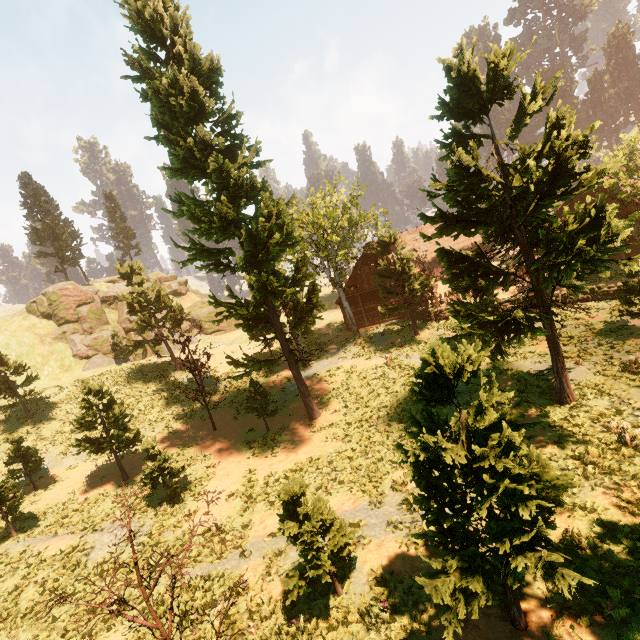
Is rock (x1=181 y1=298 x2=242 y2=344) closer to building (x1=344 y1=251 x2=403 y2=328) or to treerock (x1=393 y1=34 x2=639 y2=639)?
treerock (x1=393 y1=34 x2=639 y2=639)

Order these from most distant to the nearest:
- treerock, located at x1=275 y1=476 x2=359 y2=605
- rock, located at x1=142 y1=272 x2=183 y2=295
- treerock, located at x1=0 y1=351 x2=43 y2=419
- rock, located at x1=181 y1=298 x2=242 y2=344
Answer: rock, located at x1=142 y1=272 x2=183 y2=295 → rock, located at x1=181 y1=298 x2=242 y2=344 → treerock, located at x1=0 y1=351 x2=43 y2=419 → treerock, located at x1=275 y1=476 x2=359 y2=605

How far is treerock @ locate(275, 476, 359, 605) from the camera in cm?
774

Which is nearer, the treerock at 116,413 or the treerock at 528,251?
the treerock at 528,251

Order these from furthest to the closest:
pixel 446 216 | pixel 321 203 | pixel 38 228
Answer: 1. pixel 38 228
2. pixel 321 203
3. pixel 446 216

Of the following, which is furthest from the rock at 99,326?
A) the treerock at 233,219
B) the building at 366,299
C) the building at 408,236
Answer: the building at 408,236

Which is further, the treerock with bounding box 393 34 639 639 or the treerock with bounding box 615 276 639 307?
the treerock with bounding box 615 276 639 307
